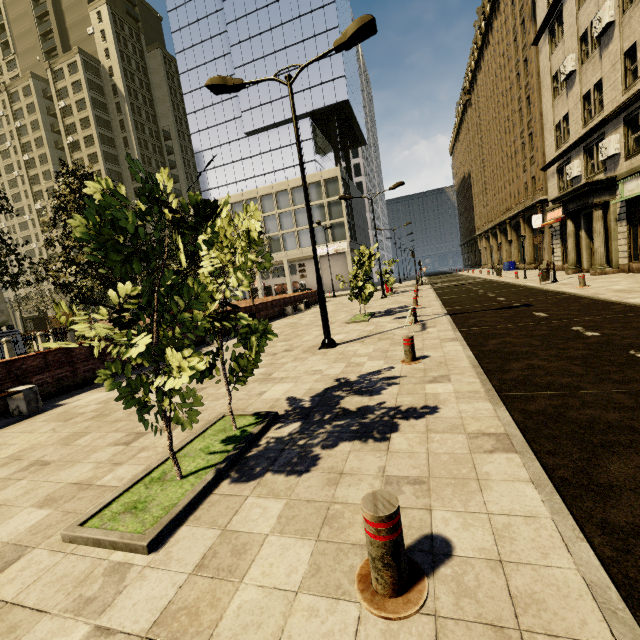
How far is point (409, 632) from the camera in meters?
1.7 m

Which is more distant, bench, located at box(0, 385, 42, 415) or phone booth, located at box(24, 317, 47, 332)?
phone booth, located at box(24, 317, 47, 332)

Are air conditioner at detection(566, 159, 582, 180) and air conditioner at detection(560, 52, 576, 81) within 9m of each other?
yes

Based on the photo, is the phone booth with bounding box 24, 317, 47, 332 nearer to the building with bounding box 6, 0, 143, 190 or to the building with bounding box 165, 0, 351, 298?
the building with bounding box 6, 0, 143, 190

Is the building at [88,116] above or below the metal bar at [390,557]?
above

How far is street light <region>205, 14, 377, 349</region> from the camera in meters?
7.8 m

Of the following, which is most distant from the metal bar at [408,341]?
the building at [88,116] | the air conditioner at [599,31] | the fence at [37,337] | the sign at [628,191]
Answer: the building at [88,116]

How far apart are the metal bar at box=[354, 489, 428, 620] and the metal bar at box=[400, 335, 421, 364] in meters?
4.5
